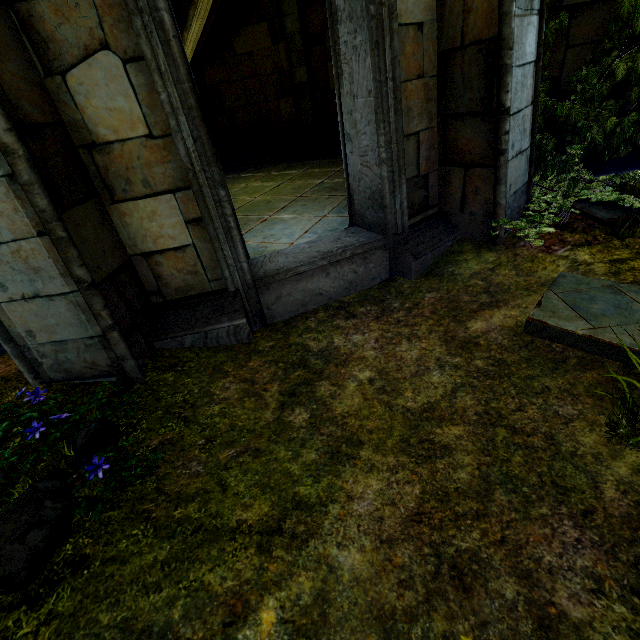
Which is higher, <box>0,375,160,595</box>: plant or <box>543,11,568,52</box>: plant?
<box>543,11,568,52</box>: plant

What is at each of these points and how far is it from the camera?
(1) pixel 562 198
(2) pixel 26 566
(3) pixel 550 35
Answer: (1) plant, 3.8 meters
(2) plant, 1.5 meters
(3) plant, 3.9 meters

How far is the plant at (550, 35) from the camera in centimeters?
389cm

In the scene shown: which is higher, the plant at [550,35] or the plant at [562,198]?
the plant at [550,35]

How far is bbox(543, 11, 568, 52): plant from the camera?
3.9 meters

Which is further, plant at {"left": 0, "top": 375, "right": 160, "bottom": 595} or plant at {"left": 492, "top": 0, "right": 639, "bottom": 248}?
plant at {"left": 492, "top": 0, "right": 639, "bottom": 248}

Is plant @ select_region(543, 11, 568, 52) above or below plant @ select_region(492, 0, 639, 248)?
above
